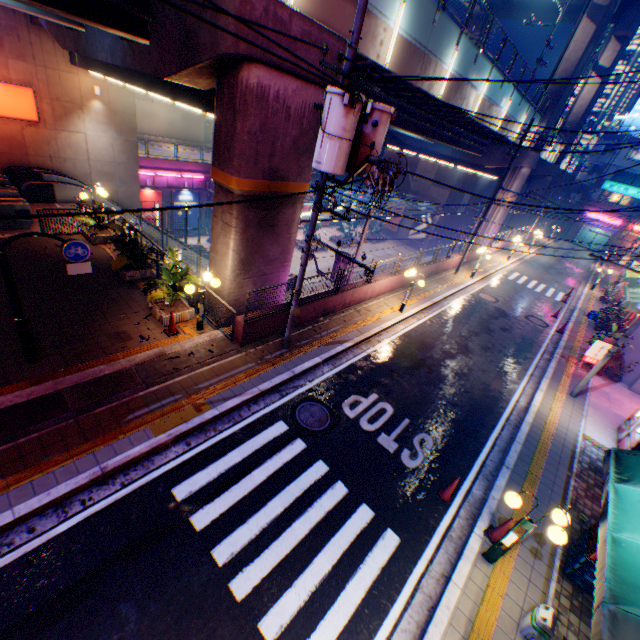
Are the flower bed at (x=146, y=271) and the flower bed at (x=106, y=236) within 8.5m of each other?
yes

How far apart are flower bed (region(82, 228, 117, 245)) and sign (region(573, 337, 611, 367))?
22.4 meters

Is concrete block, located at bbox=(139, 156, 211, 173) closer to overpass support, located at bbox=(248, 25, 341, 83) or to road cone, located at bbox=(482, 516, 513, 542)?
overpass support, located at bbox=(248, 25, 341, 83)

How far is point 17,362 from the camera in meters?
8.2

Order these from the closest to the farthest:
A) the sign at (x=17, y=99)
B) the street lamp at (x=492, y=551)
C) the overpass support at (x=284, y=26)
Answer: the street lamp at (x=492, y=551)
the overpass support at (x=284, y=26)
the sign at (x=17, y=99)

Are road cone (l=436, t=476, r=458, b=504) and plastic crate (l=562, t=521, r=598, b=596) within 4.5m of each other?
yes

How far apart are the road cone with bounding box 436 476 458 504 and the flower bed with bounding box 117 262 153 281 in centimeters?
1246cm

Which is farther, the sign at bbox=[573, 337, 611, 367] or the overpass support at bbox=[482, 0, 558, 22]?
the overpass support at bbox=[482, 0, 558, 22]
